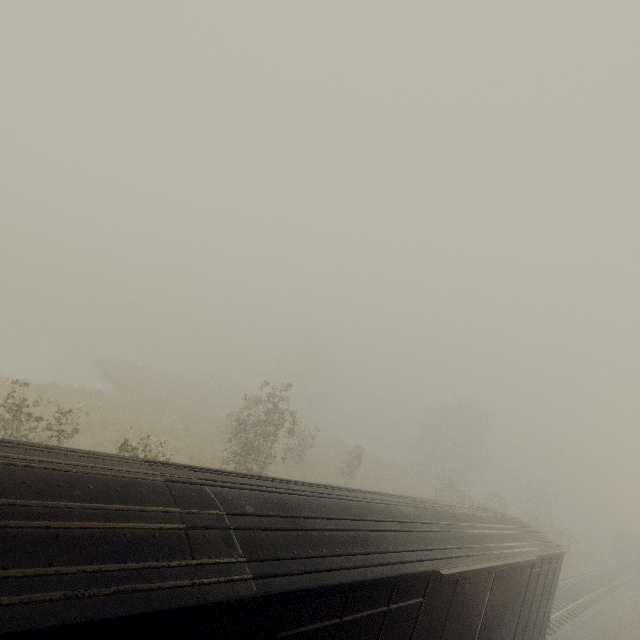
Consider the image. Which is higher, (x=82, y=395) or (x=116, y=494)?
(x=116, y=494)

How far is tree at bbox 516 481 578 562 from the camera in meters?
30.1 m

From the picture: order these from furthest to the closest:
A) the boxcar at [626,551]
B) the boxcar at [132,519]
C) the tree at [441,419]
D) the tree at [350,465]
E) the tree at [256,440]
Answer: the boxcar at [626,551] < the tree at [441,419] < the tree at [350,465] < the tree at [256,440] < the boxcar at [132,519]

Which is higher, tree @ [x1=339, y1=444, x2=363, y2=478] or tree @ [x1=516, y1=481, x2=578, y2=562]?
tree @ [x1=516, y1=481, x2=578, y2=562]

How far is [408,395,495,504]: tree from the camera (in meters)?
37.59

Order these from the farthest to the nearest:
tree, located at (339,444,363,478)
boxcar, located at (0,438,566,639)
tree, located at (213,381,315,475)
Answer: tree, located at (339,444,363,478) < tree, located at (213,381,315,475) < boxcar, located at (0,438,566,639)

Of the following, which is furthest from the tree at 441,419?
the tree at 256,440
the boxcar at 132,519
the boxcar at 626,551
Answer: the boxcar at 132,519

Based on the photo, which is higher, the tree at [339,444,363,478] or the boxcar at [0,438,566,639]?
the boxcar at [0,438,566,639]
